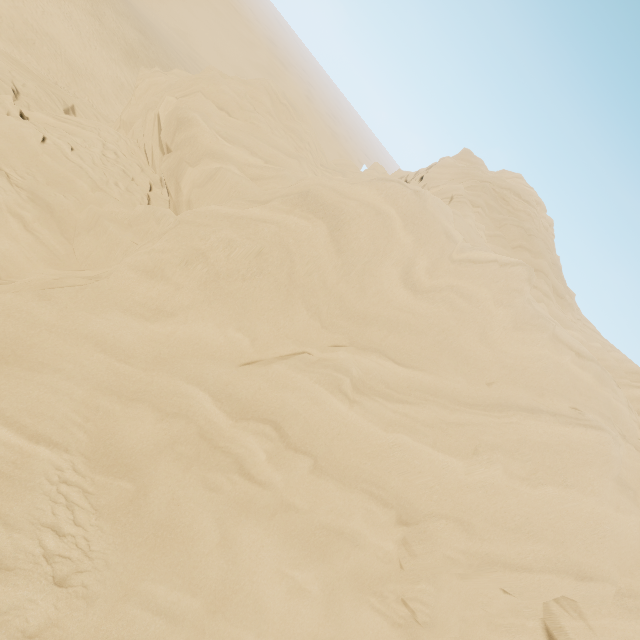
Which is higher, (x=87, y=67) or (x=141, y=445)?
(x=141, y=445)
